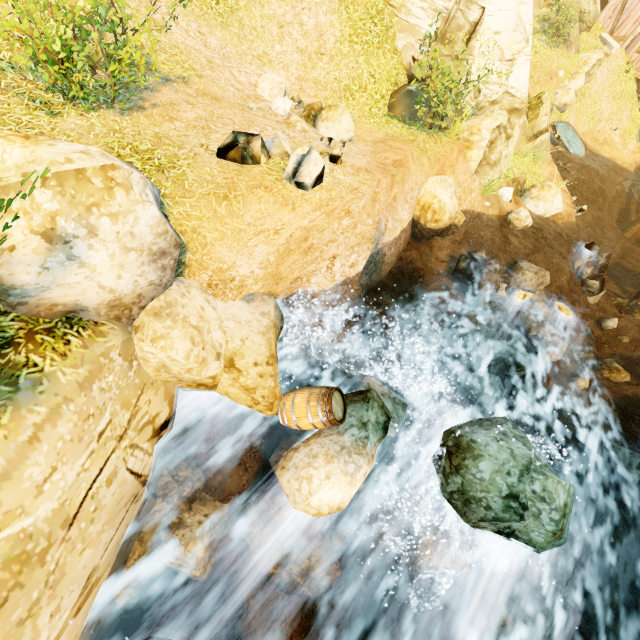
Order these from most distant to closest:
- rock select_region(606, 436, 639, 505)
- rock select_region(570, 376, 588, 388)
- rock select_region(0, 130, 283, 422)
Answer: rock select_region(570, 376, 588, 388) → rock select_region(606, 436, 639, 505) → rock select_region(0, 130, 283, 422)

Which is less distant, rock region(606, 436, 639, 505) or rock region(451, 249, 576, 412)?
rock region(606, 436, 639, 505)

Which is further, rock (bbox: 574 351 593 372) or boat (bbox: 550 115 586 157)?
boat (bbox: 550 115 586 157)

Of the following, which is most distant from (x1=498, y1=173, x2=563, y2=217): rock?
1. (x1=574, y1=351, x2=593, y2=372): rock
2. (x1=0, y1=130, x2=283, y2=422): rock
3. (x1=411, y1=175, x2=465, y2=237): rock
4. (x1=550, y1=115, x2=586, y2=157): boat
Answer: (x1=0, y1=130, x2=283, y2=422): rock

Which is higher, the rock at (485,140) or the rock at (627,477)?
the rock at (485,140)

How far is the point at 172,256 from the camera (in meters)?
4.21

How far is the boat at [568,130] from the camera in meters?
20.3

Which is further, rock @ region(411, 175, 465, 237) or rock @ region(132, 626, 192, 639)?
rock @ region(411, 175, 465, 237)
